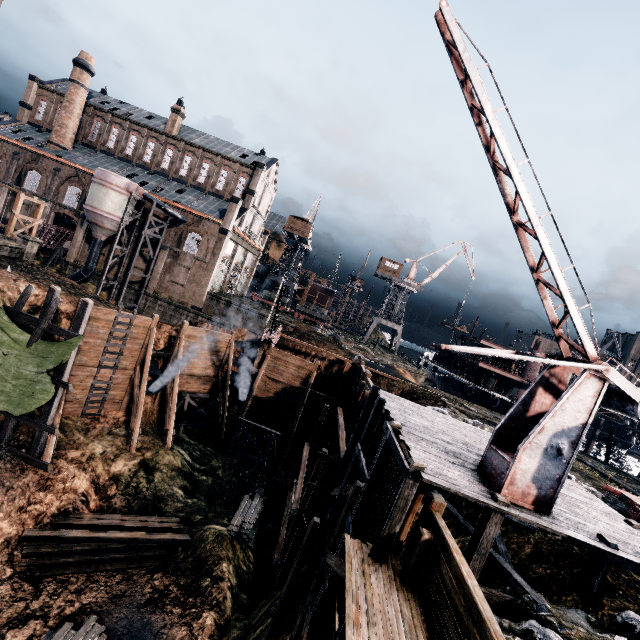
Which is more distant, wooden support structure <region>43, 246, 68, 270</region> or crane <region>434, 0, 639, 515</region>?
wooden support structure <region>43, 246, 68, 270</region>

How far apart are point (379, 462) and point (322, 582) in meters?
6.2 m

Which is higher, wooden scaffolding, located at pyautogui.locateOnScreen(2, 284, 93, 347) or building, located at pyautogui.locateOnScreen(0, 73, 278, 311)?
building, located at pyautogui.locateOnScreen(0, 73, 278, 311)

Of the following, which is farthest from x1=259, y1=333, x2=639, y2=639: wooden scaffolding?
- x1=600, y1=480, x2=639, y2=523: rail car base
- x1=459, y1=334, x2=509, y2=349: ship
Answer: x1=459, y1=334, x2=509, y2=349: ship

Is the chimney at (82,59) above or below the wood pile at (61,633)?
above

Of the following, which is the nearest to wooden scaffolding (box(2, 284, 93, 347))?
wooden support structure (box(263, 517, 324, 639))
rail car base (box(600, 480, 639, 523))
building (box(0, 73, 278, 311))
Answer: building (box(0, 73, 278, 311))

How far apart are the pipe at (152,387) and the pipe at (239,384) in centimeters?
583cm

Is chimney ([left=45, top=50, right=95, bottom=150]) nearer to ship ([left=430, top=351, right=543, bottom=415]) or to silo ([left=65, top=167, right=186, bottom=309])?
silo ([left=65, top=167, right=186, bottom=309])
